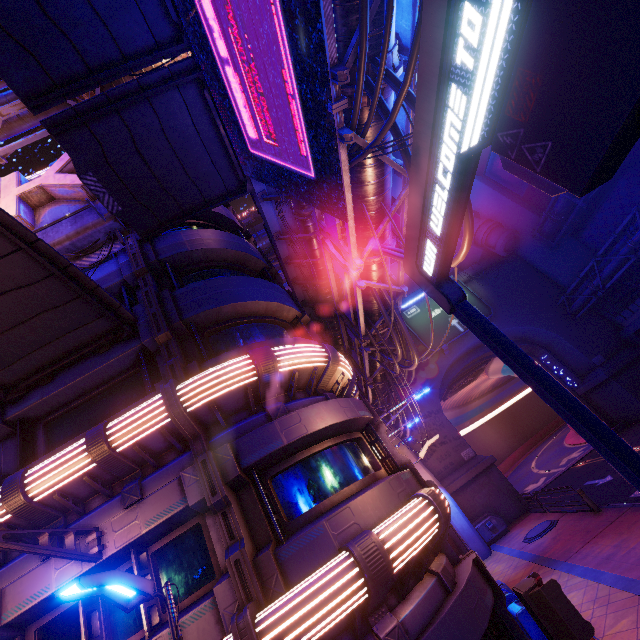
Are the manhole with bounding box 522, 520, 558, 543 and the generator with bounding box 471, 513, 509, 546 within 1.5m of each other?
no

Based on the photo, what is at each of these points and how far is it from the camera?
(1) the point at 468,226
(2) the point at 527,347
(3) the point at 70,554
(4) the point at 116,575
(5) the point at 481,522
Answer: (1) cable, 6.09m
(2) tunnel, 32.91m
(3) street light, 6.00m
(4) street light, 4.39m
(5) generator, 21.45m

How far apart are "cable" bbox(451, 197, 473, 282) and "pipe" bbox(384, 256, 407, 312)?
0.0 meters

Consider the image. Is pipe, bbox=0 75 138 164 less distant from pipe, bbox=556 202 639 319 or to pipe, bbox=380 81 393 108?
pipe, bbox=556 202 639 319

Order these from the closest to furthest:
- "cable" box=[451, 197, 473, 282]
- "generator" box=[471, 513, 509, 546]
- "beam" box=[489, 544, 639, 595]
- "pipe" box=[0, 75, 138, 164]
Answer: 1. "cable" box=[451, 197, 473, 282]
2. "beam" box=[489, 544, 639, 595]
3. "pipe" box=[0, 75, 138, 164]
4. "generator" box=[471, 513, 509, 546]

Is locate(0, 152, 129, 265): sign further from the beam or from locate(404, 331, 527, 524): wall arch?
locate(404, 331, 527, 524): wall arch

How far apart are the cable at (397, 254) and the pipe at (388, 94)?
0.0 meters

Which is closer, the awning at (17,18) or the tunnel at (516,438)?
the awning at (17,18)
